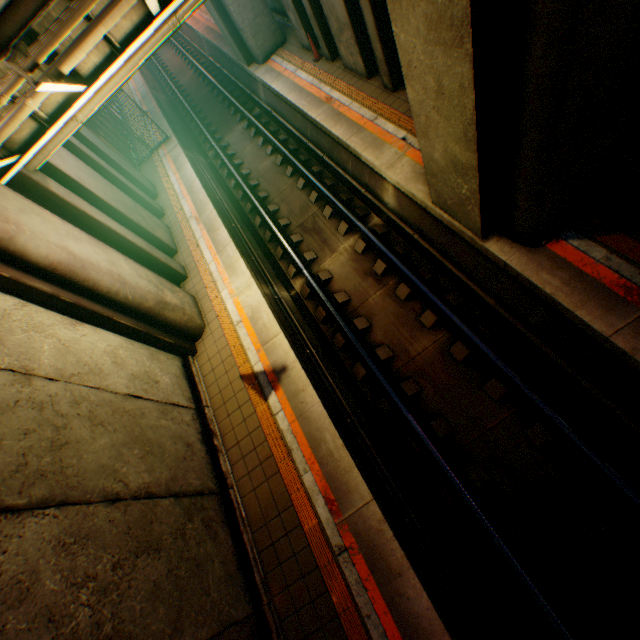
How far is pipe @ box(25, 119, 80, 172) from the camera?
6.7m

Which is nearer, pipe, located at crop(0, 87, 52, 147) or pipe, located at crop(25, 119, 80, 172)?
pipe, located at crop(0, 87, 52, 147)

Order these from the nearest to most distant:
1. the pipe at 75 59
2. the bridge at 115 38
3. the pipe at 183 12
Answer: the bridge at 115 38 → the pipe at 75 59 → the pipe at 183 12

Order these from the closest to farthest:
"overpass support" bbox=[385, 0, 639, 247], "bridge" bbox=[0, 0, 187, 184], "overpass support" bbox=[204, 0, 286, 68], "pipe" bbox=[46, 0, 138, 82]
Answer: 1. "overpass support" bbox=[385, 0, 639, 247]
2. "bridge" bbox=[0, 0, 187, 184]
3. "pipe" bbox=[46, 0, 138, 82]
4. "overpass support" bbox=[204, 0, 286, 68]

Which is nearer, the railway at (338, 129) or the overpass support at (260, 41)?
the railway at (338, 129)

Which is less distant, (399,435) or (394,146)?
(399,435)

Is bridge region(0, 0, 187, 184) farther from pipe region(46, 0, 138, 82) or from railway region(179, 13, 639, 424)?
railway region(179, 13, 639, 424)
